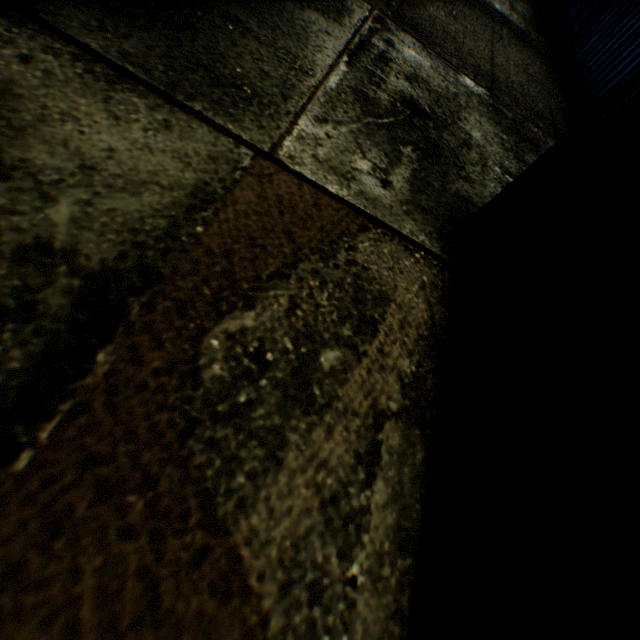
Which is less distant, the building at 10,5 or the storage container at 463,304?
the storage container at 463,304

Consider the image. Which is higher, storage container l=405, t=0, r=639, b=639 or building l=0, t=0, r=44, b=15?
storage container l=405, t=0, r=639, b=639

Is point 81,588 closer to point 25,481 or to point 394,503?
point 25,481

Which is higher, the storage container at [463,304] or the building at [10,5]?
the storage container at [463,304]

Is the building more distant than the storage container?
Yes
